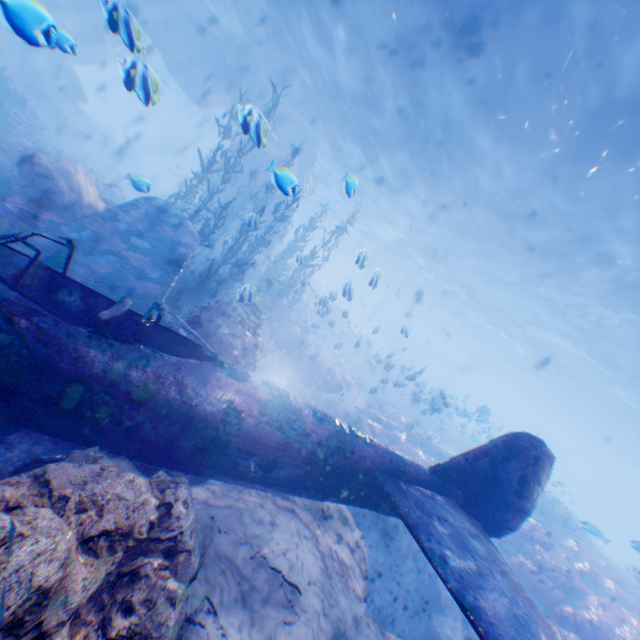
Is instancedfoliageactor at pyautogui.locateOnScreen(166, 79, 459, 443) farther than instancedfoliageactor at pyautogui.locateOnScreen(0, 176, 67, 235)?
Yes

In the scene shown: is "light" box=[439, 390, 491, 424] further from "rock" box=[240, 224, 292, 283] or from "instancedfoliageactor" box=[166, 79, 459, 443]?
"instancedfoliageactor" box=[166, 79, 459, 443]

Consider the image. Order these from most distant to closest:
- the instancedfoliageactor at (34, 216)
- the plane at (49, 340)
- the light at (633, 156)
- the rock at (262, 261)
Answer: the rock at (262, 261) < the light at (633, 156) < the instancedfoliageactor at (34, 216) < the plane at (49, 340)

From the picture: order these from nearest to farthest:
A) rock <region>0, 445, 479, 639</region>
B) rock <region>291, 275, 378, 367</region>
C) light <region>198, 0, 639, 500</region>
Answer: rock <region>0, 445, 479, 639</region>, light <region>198, 0, 639, 500</region>, rock <region>291, 275, 378, 367</region>

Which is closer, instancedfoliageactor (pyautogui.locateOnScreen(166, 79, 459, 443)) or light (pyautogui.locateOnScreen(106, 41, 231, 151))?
light (pyautogui.locateOnScreen(106, 41, 231, 151))

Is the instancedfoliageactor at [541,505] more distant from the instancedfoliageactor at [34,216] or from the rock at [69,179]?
the instancedfoliageactor at [34,216]

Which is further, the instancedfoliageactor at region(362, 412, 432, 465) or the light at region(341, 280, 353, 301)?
the instancedfoliageactor at region(362, 412, 432, 465)

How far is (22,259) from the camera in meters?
3.3 m
